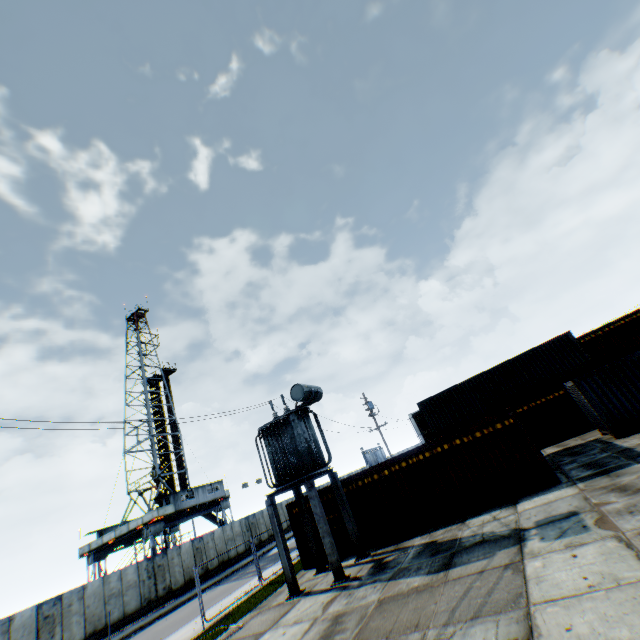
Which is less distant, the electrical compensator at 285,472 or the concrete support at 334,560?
the concrete support at 334,560

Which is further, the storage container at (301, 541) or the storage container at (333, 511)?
the storage container at (301, 541)

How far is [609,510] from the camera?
8.0m

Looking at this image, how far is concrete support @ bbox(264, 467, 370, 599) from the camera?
12.05m

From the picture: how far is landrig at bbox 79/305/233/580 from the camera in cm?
3183

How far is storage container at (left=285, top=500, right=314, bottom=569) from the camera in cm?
1580

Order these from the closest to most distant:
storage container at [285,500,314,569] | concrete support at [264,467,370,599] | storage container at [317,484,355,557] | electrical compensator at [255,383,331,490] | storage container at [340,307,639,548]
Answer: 1. concrete support at [264,467,370,599]
2. storage container at [340,307,639,548]
3. electrical compensator at [255,383,331,490]
4. storage container at [317,484,355,557]
5. storage container at [285,500,314,569]

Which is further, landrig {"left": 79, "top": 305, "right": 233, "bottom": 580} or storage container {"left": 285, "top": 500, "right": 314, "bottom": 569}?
landrig {"left": 79, "top": 305, "right": 233, "bottom": 580}
